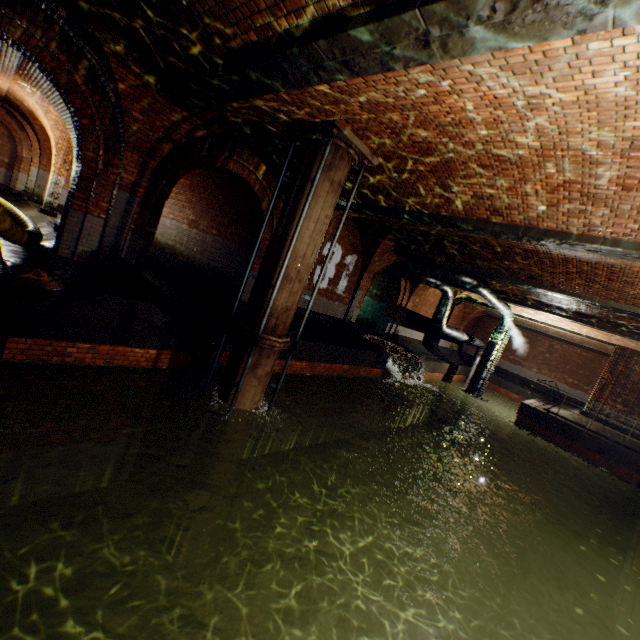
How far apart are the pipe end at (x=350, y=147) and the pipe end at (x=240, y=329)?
3.9 meters

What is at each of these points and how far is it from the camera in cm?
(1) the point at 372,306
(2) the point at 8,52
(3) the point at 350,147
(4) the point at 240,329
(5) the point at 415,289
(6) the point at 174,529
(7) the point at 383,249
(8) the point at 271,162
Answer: (1) building tunnel, 2009
(2) building tunnel, 829
(3) pipe end, 622
(4) pipe end, 662
(5) support arch, 1814
(6) pipe, 729
(7) support arch, 1381
(8) support arch, 943

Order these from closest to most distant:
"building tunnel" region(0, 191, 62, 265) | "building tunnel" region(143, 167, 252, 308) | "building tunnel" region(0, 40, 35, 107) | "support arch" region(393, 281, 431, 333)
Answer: "building tunnel" region(0, 191, 62, 265)
"building tunnel" region(0, 40, 35, 107)
"building tunnel" region(143, 167, 252, 308)
"support arch" region(393, 281, 431, 333)

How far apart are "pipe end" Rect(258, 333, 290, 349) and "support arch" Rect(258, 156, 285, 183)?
3.68m

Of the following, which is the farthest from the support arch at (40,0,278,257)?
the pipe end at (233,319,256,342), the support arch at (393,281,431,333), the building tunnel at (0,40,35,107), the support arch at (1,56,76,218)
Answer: the support arch at (393,281,431,333)

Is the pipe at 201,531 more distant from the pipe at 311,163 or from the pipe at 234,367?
the pipe at 311,163

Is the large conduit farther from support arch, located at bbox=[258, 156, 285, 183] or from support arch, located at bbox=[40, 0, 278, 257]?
support arch, located at bbox=[258, 156, 285, 183]

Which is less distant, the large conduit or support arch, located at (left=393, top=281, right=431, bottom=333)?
the large conduit
